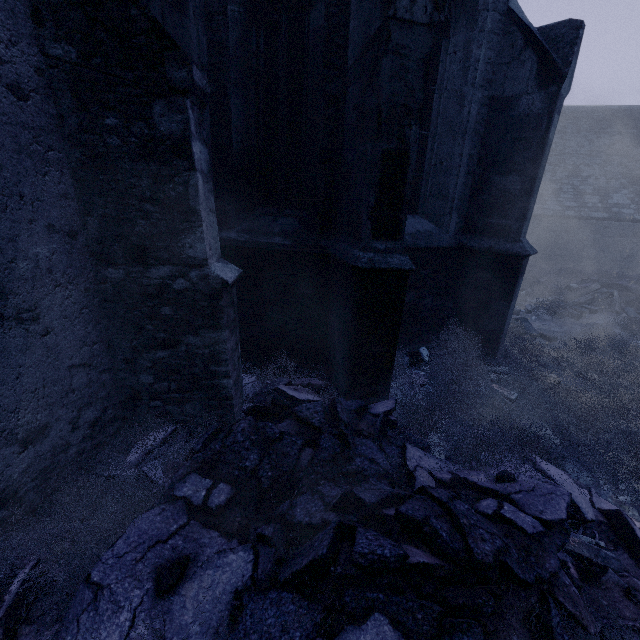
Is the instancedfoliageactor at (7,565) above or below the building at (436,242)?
below

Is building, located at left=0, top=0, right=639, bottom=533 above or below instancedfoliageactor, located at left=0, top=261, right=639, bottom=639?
above

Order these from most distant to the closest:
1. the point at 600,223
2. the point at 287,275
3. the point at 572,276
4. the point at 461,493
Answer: the point at 600,223 < the point at 572,276 < the point at 287,275 < the point at 461,493
